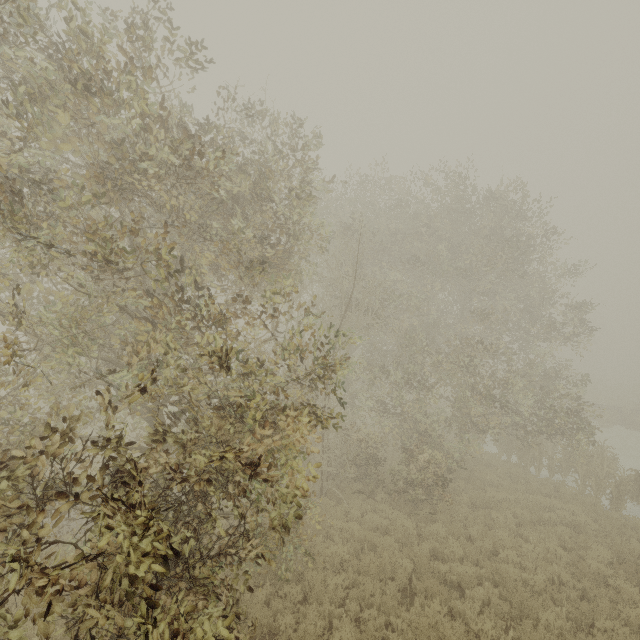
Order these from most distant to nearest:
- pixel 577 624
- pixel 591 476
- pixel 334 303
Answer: pixel 591 476, pixel 334 303, pixel 577 624
